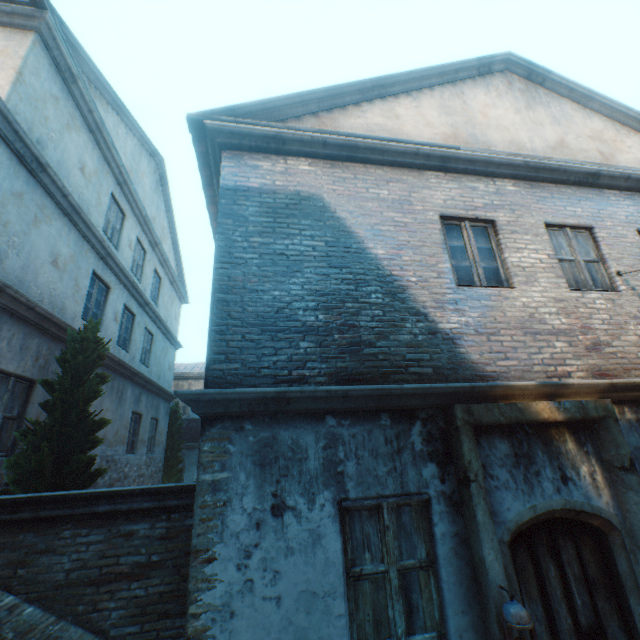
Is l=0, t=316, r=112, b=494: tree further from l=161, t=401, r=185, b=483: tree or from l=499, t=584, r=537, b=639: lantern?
l=499, t=584, r=537, b=639: lantern

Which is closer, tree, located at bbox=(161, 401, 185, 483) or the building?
the building

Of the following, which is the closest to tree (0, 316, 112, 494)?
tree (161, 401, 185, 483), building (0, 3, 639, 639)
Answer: tree (161, 401, 185, 483)

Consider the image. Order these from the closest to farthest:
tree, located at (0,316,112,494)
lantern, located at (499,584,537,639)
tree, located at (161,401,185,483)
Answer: lantern, located at (499,584,537,639)
tree, located at (0,316,112,494)
tree, located at (161,401,185,483)

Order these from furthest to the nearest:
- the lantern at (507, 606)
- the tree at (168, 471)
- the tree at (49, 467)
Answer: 1. the tree at (168, 471)
2. the tree at (49, 467)
3. the lantern at (507, 606)

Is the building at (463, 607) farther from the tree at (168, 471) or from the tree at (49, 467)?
the tree at (168, 471)

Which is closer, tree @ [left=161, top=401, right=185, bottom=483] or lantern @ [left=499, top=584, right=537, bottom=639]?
lantern @ [left=499, top=584, right=537, bottom=639]

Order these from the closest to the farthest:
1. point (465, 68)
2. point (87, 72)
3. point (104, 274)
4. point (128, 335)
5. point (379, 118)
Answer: point (379, 118) → point (465, 68) → point (87, 72) → point (104, 274) → point (128, 335)
